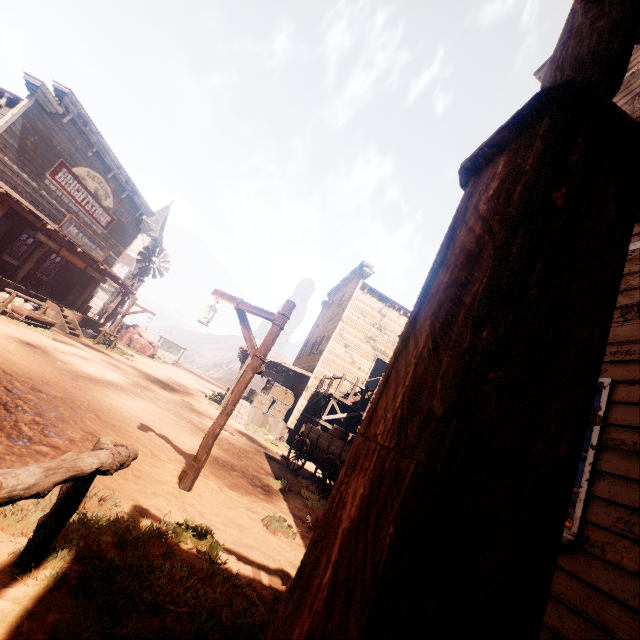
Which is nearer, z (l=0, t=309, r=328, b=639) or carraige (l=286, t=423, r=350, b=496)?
z (l=0, t=309, r=328, b=639)

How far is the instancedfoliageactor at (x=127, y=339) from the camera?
26.73m

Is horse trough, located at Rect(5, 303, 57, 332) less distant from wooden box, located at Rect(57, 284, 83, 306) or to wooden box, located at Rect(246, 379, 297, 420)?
wooden box, located at Rect(57, 284, 83, 306)

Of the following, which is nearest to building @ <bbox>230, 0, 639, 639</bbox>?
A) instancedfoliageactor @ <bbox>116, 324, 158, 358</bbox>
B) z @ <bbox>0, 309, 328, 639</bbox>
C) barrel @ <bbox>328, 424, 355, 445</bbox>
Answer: z @ <bbox>0, 309, 328, 639</bbox>

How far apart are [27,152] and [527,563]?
19.4m

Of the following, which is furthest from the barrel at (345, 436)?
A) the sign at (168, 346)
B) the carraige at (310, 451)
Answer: the sign at (168, 346)

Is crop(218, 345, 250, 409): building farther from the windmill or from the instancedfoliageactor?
the instancedfoliageactor

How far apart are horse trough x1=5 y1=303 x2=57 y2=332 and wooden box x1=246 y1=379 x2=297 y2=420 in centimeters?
974cm
